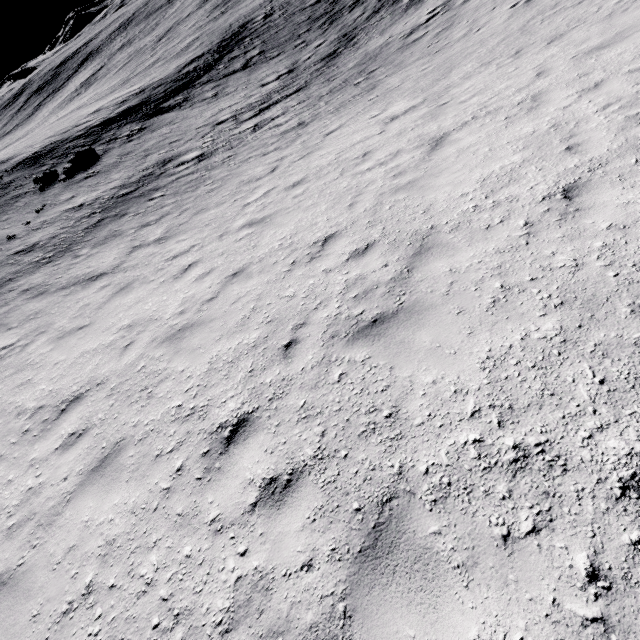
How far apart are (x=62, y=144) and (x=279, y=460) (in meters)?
34.26

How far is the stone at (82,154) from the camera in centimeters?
2133cm

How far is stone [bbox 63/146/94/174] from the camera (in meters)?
21.33
